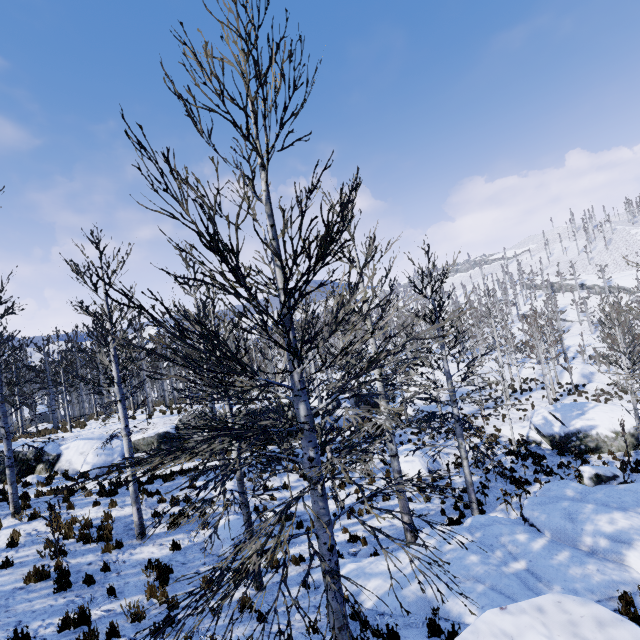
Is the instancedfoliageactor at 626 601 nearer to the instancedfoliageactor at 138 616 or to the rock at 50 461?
the rock at 50 461

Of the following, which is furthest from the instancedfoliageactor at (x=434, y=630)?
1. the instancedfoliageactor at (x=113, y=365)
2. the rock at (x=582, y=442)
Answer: the rock at (x=582, y=442)

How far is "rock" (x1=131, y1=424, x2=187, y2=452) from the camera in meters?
18.1 m

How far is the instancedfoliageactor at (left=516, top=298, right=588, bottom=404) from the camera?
26.1m

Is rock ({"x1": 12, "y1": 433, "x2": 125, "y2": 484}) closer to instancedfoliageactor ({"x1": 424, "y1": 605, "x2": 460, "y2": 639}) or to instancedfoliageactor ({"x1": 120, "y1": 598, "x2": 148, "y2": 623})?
instancedfoliageactor ({"x1": 424, "y1": 605, "x2": 460, "y2": 639})

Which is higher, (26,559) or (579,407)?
(26,559)

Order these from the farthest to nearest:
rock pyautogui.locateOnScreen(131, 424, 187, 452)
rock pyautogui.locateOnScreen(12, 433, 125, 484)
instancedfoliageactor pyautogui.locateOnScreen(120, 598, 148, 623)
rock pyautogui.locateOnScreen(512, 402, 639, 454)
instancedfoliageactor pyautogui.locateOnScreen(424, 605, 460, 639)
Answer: rock pyautogui.locateOnScreen(131, 424, 187, 452), rock pyautogui.locateOnScreen(512, 402, 639, 454), rock pyautogui.locateOnScreen(12, 433, 125, 484), instancedfoliageactor pyautogui.locateOnScreen(120, 598, 148, 623), instancedfoliageactor pyautogui.locateOnScreen(424, 605, 460, 639)

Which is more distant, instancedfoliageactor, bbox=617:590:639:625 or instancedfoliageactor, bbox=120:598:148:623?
instancedfoliageactor, bbox=120:598:148:623
